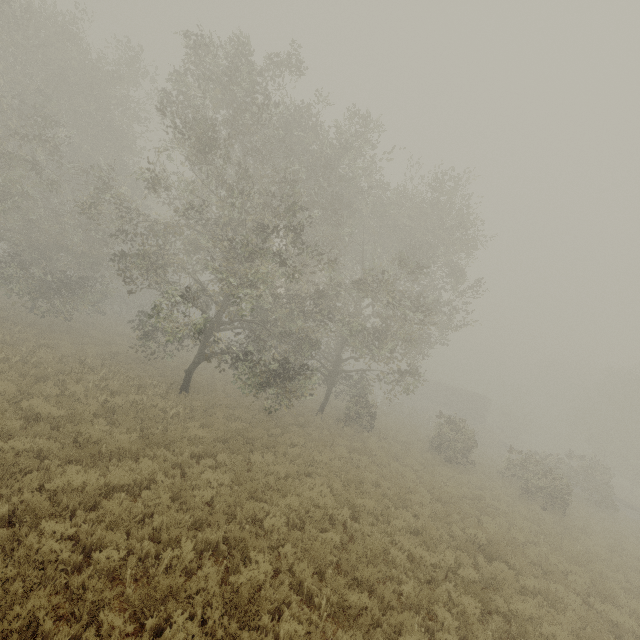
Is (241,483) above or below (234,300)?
below

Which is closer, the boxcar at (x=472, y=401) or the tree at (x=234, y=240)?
the tree at (x=234, y=240)

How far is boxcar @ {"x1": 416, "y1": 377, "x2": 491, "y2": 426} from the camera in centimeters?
4519cm

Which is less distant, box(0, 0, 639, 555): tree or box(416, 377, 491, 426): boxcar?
box(0, 0, 639, 555): tree

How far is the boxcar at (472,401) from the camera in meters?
45.2
